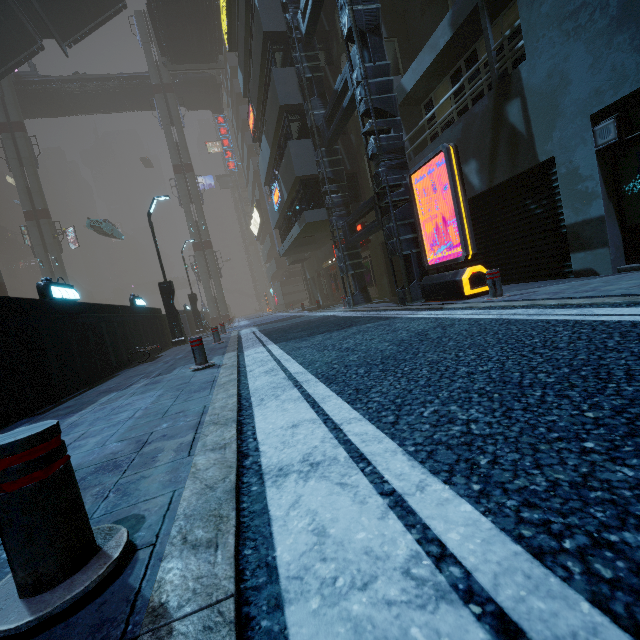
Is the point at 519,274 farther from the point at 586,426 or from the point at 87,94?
the point at 87,94

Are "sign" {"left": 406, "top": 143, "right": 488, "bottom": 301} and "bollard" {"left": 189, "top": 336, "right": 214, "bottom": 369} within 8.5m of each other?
yes

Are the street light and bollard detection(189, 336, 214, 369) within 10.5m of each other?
yes

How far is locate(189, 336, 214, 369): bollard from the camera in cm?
591

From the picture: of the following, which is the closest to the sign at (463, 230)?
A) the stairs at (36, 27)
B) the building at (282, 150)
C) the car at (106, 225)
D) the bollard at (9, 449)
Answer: the building at (282, 150)

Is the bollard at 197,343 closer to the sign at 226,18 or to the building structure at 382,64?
the building structure at 382,64

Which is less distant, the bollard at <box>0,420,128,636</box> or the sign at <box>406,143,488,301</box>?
the bollard at <box>0,420,128,636</box>

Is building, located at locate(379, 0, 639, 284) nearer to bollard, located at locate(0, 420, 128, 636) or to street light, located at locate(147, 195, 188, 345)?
street light, located at locate(147, 195, 188, 345)
